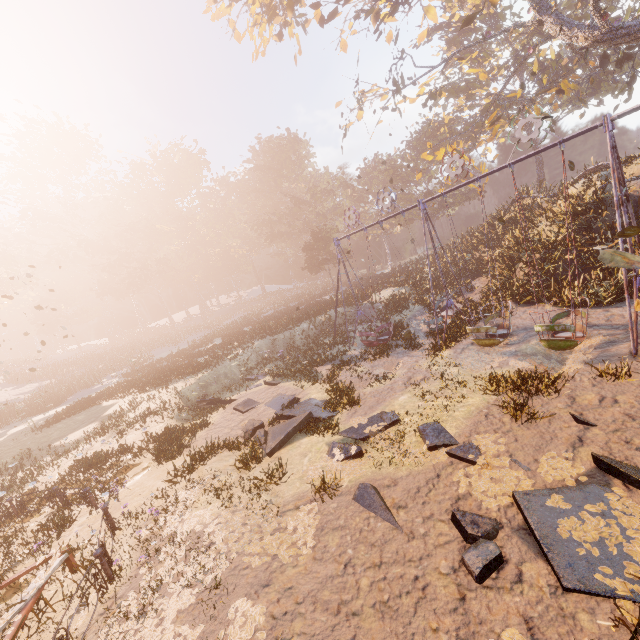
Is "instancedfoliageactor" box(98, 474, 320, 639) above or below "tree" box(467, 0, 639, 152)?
below

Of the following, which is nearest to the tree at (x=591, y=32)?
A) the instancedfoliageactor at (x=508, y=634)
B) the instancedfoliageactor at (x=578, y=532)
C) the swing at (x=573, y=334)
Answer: the swing at (x=573, y=334)

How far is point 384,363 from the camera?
15.2 meters

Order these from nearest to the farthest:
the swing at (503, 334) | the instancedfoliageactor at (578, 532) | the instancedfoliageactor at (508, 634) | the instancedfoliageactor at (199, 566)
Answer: the instancedfoliageactor at (508, 634) → the instancedfoliageactor at (578, 532) → the instancedfoliageactor at (199, 566) → the swing at (503, 334)

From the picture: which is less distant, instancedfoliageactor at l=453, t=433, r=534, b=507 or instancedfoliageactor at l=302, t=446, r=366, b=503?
instancedfoliageactor at l=453, t=433, r=534, b=507

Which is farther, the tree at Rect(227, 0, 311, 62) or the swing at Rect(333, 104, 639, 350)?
the tree at Rect(227, 0, 311, 62)

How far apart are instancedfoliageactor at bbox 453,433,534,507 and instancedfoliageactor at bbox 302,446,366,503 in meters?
2.0 m

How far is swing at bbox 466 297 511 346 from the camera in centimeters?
1177cm
